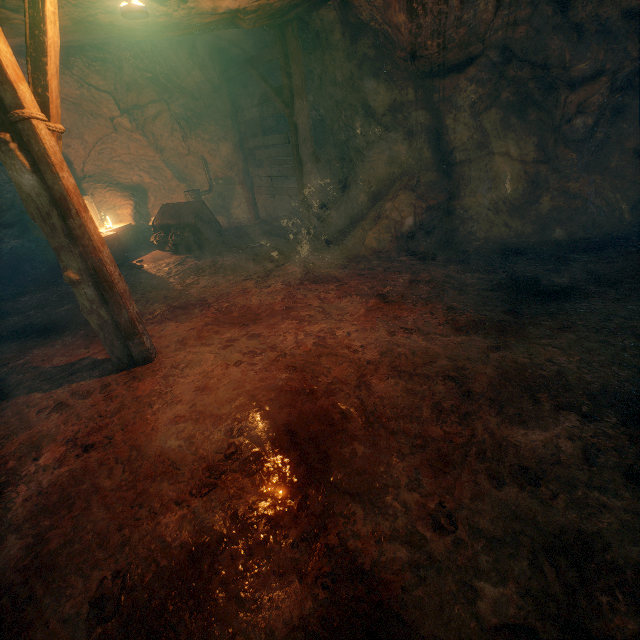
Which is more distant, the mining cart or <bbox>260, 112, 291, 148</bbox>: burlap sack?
<bbox>260, 112, 291, 148</bbox>: burlap sack

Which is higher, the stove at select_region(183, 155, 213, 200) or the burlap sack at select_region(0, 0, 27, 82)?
the burlap sack at select_region(0, 0, 27, 82)

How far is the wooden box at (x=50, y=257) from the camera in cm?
801

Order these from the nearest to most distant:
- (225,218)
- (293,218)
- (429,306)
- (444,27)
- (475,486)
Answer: (475,486) → (429,306) → (444,27) → (293,218) → (225,218)

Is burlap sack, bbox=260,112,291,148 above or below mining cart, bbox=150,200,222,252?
above

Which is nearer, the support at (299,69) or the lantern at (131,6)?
the lantern at (131,6)

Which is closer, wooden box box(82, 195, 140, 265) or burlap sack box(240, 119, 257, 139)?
wooden box box(82, 195, 140, 265)
